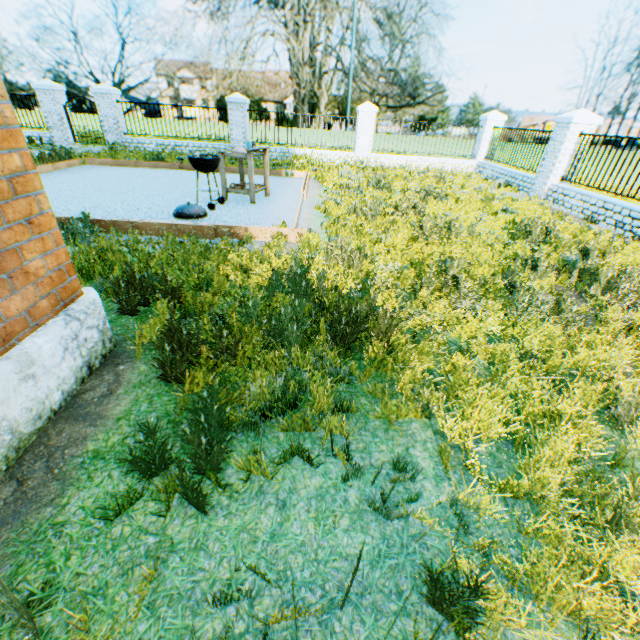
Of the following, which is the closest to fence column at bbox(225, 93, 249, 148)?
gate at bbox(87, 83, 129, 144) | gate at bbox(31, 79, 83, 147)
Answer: gate at bbox(87, 83, 129, 144)

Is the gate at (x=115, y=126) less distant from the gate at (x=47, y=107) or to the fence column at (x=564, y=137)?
the gate at (x=47, y=107)

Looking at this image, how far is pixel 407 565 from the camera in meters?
1.7

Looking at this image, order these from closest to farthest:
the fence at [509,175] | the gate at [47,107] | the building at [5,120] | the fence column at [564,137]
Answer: the building at [5,120] < the fence column at [564,137] < the fence at [509,175] < the gate at [47,107]

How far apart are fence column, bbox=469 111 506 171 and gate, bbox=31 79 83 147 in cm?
1830

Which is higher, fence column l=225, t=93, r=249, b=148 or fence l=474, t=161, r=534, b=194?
fence column l=225, t=93, r=249, b=148

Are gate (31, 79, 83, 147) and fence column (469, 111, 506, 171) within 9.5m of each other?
no

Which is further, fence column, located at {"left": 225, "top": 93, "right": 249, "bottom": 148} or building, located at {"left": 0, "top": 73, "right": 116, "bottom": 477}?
fence column, located at {"left": 225, "top": 93, "right": 249, "bottom": 148}
